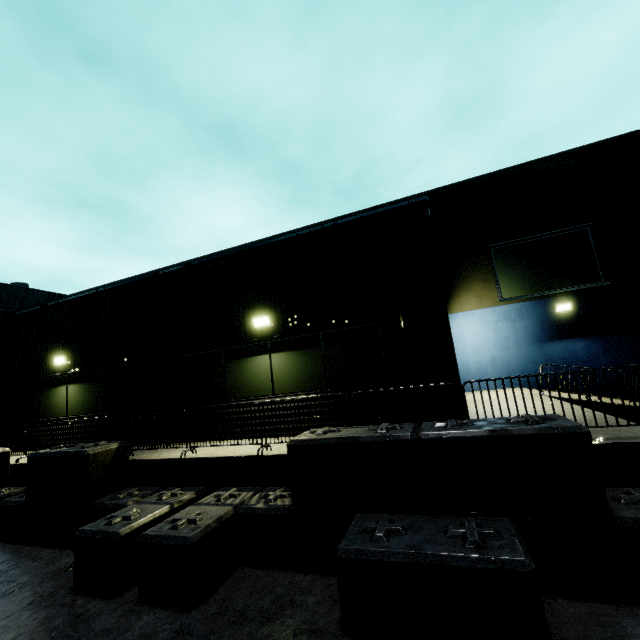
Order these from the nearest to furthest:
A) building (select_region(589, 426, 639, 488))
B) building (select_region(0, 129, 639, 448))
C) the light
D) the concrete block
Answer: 1. the concrete block
2. building (select_region(589, 426, 639, 488))
3. building (select_region(0, 129, 639, 448))
4. the light

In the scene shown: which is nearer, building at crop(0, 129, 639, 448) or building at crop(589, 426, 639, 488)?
building at crop(589, 426, 639, 488)

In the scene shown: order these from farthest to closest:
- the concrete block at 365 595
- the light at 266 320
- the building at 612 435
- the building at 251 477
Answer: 1. the light at 266 320
2. the building at 251 477
3. the building at 612 435
4. the concrete block at 365 595

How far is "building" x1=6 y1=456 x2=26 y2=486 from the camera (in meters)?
8.59

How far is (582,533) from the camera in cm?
362

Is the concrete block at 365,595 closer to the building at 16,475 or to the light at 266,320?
the building at 16,475
